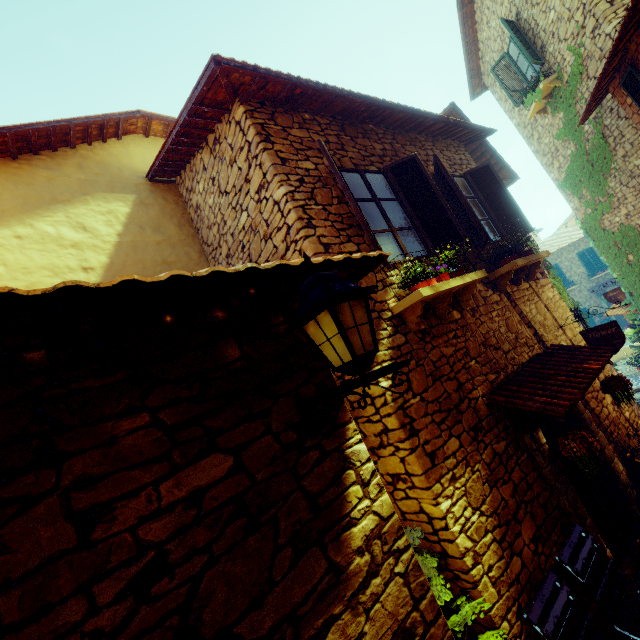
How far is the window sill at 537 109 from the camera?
8.68m

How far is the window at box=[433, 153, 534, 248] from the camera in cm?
519

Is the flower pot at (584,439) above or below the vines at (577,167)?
below

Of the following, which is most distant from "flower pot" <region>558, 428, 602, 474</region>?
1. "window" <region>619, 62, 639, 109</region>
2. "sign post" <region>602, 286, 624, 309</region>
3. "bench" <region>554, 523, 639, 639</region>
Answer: "window" <region>619, 62, 639, 109</region>

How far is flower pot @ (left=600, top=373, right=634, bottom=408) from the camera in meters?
4.6 m

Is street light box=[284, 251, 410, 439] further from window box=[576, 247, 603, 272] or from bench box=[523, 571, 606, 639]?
window box=[576, 247, 603, 272]

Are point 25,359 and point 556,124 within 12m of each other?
no

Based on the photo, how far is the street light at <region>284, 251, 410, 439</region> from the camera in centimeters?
149cm
